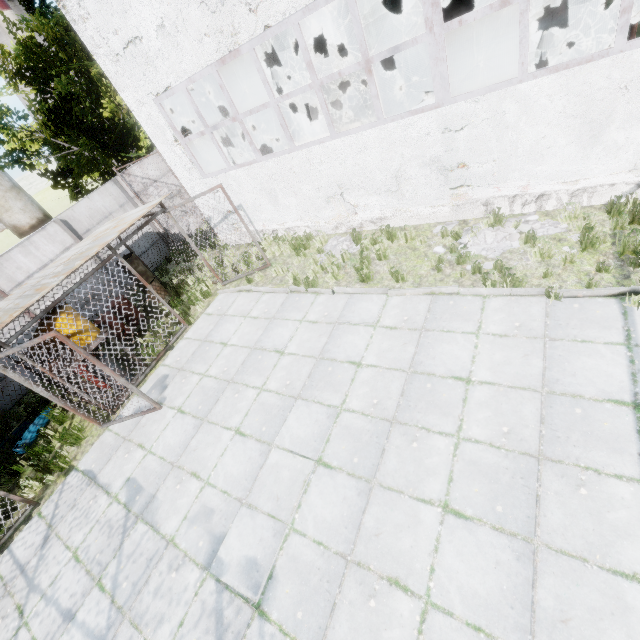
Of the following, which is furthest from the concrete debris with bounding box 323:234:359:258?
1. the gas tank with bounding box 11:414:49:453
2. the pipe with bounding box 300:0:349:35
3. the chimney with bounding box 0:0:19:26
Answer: the chimney with bounding box 0:0:19:26

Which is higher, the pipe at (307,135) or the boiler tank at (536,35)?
the boiler tank at (536,35)

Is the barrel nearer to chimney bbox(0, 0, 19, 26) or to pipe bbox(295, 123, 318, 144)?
pipe bbox(295, 123, 318, 144)

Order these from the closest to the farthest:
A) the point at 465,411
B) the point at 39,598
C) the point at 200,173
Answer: the point at 465,411 → the point at 39,598 → the point at 200,173

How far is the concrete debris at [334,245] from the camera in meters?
9.4

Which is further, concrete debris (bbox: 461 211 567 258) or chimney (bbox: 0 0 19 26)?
chimney (bbox: 0 0 19 26)

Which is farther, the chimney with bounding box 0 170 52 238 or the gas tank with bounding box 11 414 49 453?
the chimney with bounding box 0 170 52 238

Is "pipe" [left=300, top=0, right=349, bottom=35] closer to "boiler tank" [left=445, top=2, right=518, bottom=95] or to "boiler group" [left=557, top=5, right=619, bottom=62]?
"boiler tank" [left=445, top=2, right=518, bottom=95]
